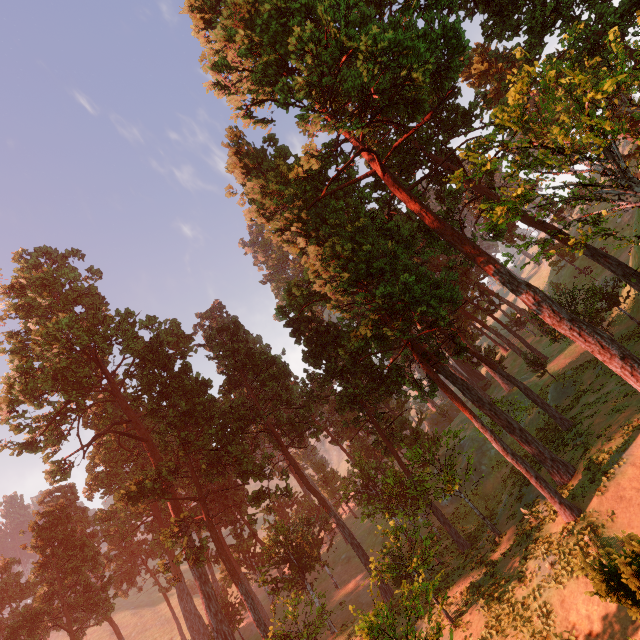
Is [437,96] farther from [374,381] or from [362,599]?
[362,599]

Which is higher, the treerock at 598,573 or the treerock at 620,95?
the treerock at 620,95

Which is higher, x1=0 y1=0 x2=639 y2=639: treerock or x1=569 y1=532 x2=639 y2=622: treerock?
x1=0 y1=0 x2=639 y2=639: treerock

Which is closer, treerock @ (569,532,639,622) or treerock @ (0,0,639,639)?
treerock @ (569,532,639,622)

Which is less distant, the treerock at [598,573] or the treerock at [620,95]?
the treerock at [598,573]
